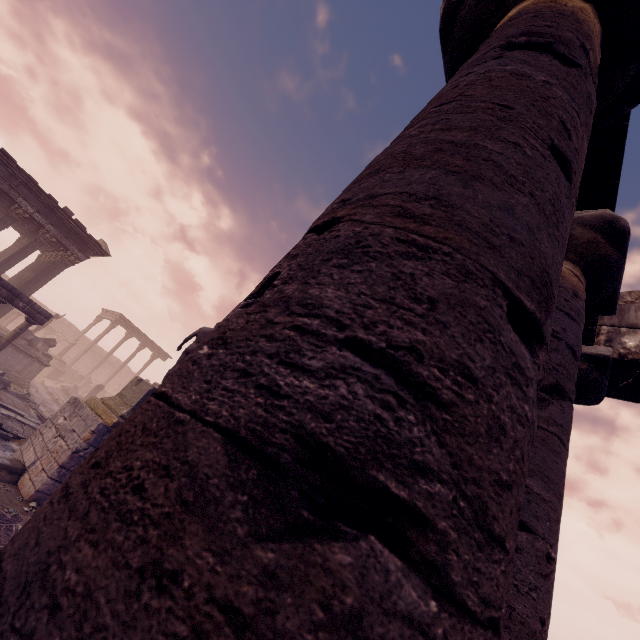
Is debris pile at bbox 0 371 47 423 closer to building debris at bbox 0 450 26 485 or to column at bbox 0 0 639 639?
building debris at bbox 0 450 26 485

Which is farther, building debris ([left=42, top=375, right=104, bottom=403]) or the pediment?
building debris ([left=42, top=375, right=104, bottom=403])

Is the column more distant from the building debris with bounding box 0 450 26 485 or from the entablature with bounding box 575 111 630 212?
the building debris with bounding box 0 450 26 485

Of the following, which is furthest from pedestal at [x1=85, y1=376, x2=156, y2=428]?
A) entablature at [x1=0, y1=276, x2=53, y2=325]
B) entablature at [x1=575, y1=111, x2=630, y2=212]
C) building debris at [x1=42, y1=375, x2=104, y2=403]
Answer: building debris at [x1=42, y1=375, x2=104, y2=403]

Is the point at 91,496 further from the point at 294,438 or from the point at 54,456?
the point at 54,456

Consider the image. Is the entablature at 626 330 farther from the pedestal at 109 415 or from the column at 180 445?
the pedestal at 109 415

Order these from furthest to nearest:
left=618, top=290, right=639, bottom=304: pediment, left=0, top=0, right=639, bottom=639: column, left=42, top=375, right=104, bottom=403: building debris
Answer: left=42, top=375, right=104, bottom=403: building debris → left=618, top=290, right=639, bottom=304: pediment → left=0, top=0, right=639, bottom=639: column

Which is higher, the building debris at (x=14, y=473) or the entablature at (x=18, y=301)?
the entablature at (x=18, y=301)
